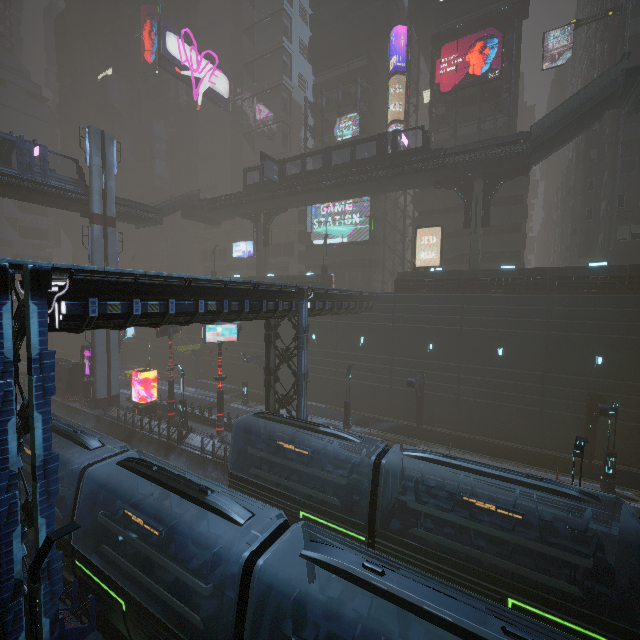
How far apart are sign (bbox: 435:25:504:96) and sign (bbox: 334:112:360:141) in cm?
900

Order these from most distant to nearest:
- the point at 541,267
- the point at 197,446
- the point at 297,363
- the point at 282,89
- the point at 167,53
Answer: the point at 282,89 → the point at 167,53 → the point at 541,267 → the point at 197,446 → the point at 297,363

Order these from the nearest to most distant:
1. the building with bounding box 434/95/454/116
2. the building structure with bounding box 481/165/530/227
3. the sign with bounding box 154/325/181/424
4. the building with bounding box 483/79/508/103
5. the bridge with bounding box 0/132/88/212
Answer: the bridge with bounding box 0/132/88/212 < the sign with bounding box 154/325/181/424 < the building structure with bounding box 481/165/530/227 < the building with bounding box 483/79/508/103 < the building with bounding box 434/95/454/116

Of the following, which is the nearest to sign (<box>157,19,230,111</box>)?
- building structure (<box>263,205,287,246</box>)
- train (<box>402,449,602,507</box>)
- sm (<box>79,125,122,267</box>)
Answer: sm (<box>79,125,122,267</box>)

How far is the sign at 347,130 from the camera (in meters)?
40.84

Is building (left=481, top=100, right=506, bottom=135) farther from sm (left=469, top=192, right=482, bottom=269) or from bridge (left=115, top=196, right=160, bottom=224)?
bridge (left=115, top=196, right=160, bottom=224)

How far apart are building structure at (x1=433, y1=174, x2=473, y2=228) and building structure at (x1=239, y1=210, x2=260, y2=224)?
22.2m

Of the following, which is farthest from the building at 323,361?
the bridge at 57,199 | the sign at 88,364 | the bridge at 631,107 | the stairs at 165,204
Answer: the stairs at 165,204
